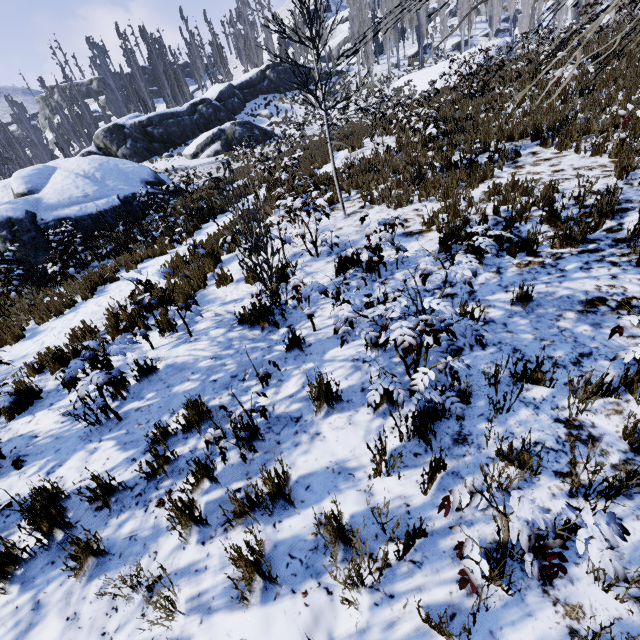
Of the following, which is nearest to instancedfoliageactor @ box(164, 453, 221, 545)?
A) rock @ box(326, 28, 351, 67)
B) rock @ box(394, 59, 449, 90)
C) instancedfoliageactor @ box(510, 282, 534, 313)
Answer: rock @ box(394, 59, 449, 90)

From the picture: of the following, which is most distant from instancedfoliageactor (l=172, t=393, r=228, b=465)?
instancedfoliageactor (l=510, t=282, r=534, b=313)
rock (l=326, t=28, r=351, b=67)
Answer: instancedfoliageactor (l=510, t=282, r=534, b=313)

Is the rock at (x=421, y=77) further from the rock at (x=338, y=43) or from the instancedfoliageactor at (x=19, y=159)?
the rock at (x=338, y=43)

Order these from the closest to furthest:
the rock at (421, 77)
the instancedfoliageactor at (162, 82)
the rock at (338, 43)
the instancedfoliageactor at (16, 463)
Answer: the instancedfoliageactor at (16, 463) → the rock at (421, 77) → the instancedfoliageactor at (162, 82) → the rock at (338, 43)

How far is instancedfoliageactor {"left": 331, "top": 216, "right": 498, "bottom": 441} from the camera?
2.0 meters

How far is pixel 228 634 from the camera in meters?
1.9
